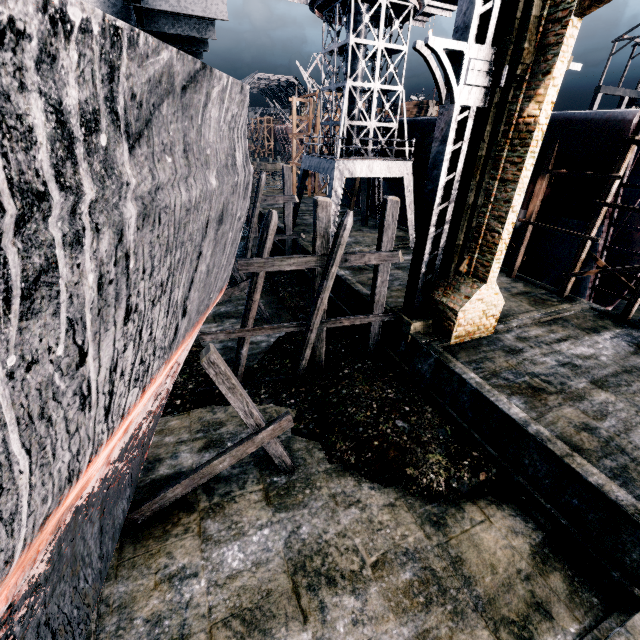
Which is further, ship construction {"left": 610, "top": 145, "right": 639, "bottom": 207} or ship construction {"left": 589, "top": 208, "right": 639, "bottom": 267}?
ship construction {"left": 589, "top": 208, "right": 639, "bottom": 267}

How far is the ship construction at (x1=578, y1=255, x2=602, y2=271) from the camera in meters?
17.6

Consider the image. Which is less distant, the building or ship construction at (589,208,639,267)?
the building

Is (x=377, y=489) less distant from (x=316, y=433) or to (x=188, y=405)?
(x=316, y=433)

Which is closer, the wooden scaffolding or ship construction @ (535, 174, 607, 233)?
the wooden scaffolding

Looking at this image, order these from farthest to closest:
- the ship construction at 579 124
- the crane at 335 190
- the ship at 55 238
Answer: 1. the crane at 335 190
2. the ship construction at 579 124
3. the ship at 55 238

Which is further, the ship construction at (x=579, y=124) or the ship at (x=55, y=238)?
the ship construction at (x=579, y=124)

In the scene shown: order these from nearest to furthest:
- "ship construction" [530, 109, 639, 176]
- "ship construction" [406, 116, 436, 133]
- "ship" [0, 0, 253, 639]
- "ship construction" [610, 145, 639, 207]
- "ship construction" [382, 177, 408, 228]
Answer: "ship" [0, 0, 253, 639] < "ship construction" [530, 109, 639, 176] < "ship construction" [610, 145, 639, 207] < "ship construction" [406, 116, 436, 133] < "ship construction" [382, 177, 408, 228]
